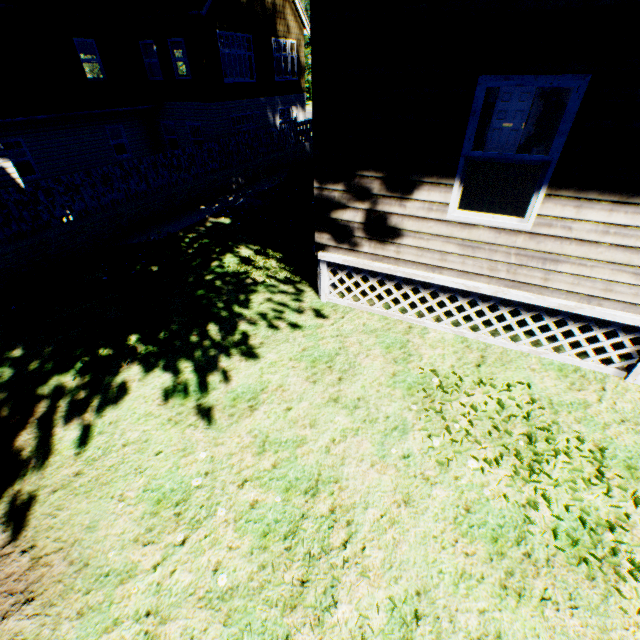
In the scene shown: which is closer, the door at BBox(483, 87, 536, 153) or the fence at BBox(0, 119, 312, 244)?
the fence at BBox(0, 119, 312, 244)

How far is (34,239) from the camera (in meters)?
9.12

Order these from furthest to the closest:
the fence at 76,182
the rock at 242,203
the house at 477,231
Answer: the rock at 242,203 → the fence at 76,182 → the house at 477,231

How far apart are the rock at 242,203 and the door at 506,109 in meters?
8.0 m

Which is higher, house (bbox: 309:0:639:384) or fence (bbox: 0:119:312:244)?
house (bbox: 309:0:639:384)

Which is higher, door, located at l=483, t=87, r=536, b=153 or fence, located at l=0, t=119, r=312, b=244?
door, located at l=483, t=87, r=536, b=153

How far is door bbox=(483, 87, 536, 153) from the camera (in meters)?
10.81

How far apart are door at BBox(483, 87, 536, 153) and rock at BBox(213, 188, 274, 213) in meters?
8.0
